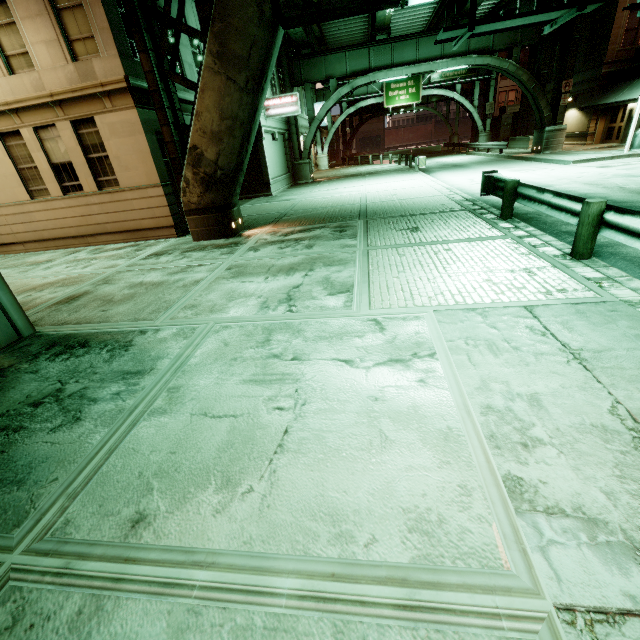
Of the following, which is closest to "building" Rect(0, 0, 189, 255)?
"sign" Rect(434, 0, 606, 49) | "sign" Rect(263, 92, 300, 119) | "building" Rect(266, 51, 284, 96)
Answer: "building" Rect(266, 51, 284, 96)

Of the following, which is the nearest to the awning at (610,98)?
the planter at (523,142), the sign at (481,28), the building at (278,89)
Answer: the planter at (523,142)

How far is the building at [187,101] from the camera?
12.59m

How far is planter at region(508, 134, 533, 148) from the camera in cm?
3047

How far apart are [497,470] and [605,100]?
32.7m

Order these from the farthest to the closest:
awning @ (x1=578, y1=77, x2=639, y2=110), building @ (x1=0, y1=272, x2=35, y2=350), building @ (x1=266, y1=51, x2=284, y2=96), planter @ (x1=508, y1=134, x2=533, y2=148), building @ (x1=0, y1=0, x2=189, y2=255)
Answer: planter @ (x1=508, y1=134, x2=533, y2=148) → building @ (x1=266, y1=51, x2=284, y2=96) → awning @ (x1=578, y1=77, x2=639, y2=110) → building @ (x1=0, y1=0, x2=189, y2=255) → building @ (x1=0, y1=272, x2=35, y2=350)

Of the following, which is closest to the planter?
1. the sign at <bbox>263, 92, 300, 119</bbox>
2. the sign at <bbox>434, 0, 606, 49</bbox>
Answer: the sign at <bbox>263, 92, 300, 119</bbox>

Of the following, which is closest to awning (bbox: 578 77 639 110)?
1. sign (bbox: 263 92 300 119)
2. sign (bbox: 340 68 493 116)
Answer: sign (bbox: 340 68 493 116)
